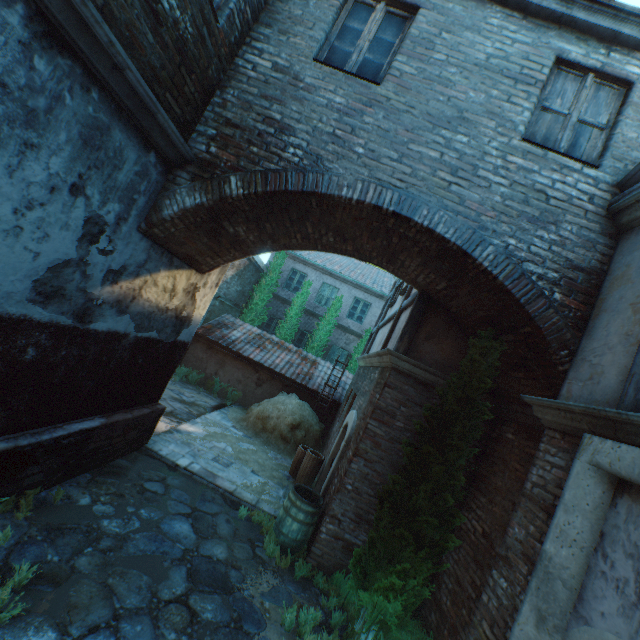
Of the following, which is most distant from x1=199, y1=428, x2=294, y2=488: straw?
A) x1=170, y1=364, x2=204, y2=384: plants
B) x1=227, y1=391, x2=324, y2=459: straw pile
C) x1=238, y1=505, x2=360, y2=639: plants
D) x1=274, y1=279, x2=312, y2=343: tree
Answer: x1=274, y1=279, x2=312, y2=343: tree

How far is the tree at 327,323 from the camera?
16.84m

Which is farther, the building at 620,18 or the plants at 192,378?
the plants at 192,378

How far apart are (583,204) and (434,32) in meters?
3.1

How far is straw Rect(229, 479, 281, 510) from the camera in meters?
6.8

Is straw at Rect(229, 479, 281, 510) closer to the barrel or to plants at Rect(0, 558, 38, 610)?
the barrel

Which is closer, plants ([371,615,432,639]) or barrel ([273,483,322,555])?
plants ([371,615,432,639])

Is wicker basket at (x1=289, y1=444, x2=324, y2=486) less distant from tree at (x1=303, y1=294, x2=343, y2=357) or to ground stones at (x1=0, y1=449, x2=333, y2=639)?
ground stones at (x1=0, y1=449, x2=333, y2=639)
